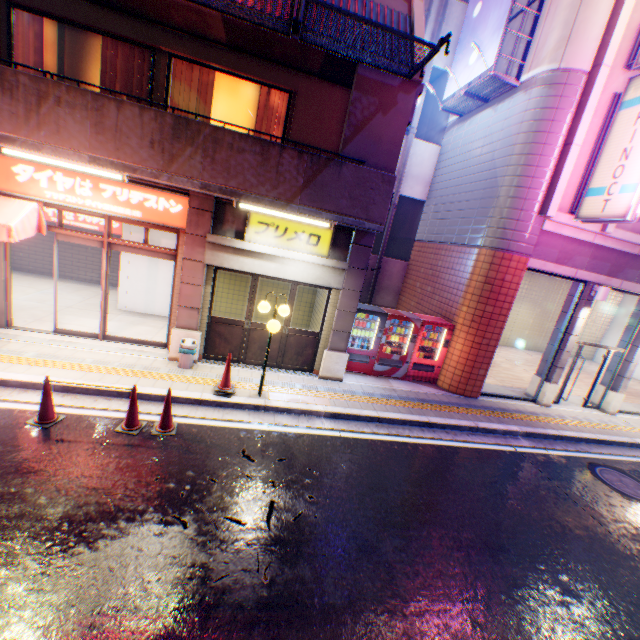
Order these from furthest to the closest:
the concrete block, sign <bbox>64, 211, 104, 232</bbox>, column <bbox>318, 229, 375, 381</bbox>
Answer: sign <bbox>64, 211, 104, 232</bbox> → column <bbox>318, 229, 375, 381</bbox> → the concrete block

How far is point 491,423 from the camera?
8.6 meters

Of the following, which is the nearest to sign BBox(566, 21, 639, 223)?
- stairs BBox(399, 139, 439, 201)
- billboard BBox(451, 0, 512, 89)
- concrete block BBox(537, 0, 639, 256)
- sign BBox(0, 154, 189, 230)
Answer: concrete block BBox(537, 0, 639, 256)

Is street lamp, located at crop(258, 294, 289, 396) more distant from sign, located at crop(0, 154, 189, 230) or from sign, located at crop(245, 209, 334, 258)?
sign, located at crop(0, 154, 189, 230)

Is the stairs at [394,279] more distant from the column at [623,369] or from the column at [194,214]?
the column at [623,369]

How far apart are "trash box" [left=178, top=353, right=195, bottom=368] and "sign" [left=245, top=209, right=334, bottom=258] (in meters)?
3.04

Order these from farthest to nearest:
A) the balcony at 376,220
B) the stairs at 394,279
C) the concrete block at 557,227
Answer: the stairs at 394,279 → the concrete block at 557,227 → the balcony at 376,220

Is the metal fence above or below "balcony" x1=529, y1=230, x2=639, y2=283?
above
